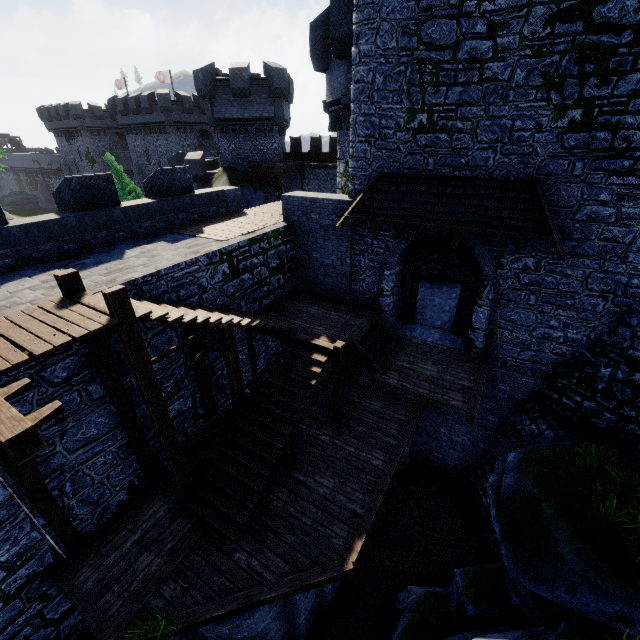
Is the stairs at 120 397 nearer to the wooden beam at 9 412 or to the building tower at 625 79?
the building tower at 625 79

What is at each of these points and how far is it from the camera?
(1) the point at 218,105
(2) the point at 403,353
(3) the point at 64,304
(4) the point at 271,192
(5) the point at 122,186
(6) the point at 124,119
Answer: (1) building tower, 24.8 meters
(2) walkway, 11.1 meters
(3) walkway, 6.1 meters
(4) building tower, 28.4 meters
(5) tree, 28.0 meters
(6) building, 41.5 meters

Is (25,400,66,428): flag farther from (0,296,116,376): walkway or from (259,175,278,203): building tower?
(259,175,278,203): building tower

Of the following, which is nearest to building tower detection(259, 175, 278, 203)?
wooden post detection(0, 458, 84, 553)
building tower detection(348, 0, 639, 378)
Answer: building tower detection(348, 0, 639, 378)

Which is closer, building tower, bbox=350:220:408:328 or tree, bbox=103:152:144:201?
building tower, bbox=350:220:408:328

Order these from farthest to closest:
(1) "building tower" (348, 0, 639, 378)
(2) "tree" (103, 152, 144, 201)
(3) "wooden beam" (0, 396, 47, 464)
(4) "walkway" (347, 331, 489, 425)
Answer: (2) "tree" (103, 152, 144, 201)
(4) "walkway" (347, 331, 489, 425)
(1) "building tower" (348, 0, 639, 378)
(3) "wooden beam" (0, 396, 47, 464)

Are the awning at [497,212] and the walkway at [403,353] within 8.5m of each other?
yes

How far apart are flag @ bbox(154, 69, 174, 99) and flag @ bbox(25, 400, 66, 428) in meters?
57.5
